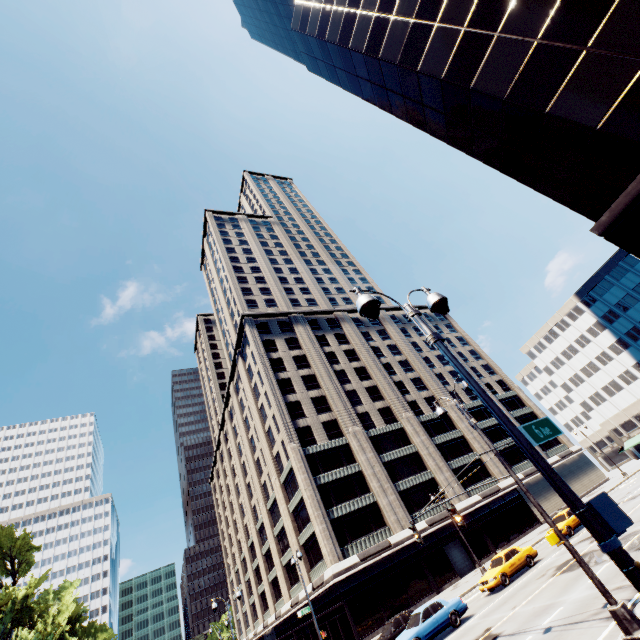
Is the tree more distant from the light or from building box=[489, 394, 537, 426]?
the light

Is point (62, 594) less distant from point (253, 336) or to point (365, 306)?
point (253, 336)

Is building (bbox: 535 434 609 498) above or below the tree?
below

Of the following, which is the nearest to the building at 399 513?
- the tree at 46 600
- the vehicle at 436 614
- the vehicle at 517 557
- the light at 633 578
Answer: the tree at 46 600

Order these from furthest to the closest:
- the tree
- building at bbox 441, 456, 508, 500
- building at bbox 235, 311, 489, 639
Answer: building at bbox 441, 456, 508, 500
the tree
building at bbox 235, 311, 489, 639

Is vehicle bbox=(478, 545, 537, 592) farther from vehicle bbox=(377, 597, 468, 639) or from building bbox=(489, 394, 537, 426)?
building bbox=(489, 394, 537, 426)

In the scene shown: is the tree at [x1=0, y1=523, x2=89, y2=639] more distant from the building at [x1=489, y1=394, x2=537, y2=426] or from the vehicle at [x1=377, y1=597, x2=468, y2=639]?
the vehicle at [x1=377, y1=597, x2=468, y2=639]
